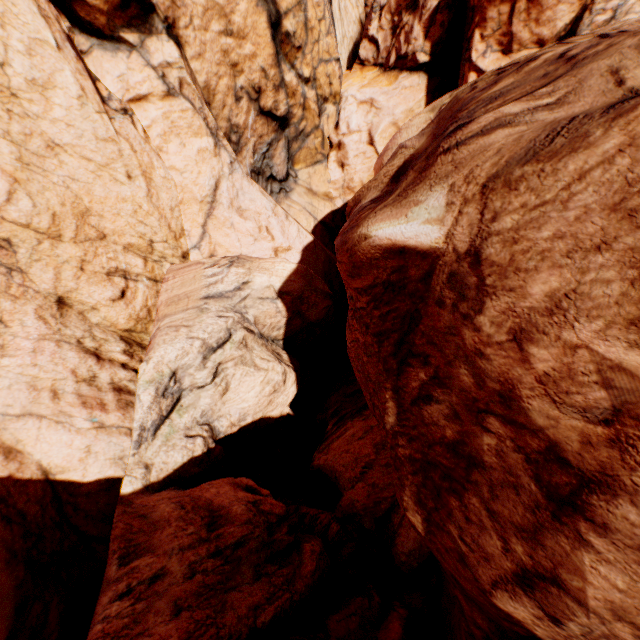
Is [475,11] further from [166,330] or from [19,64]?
[166,330]
